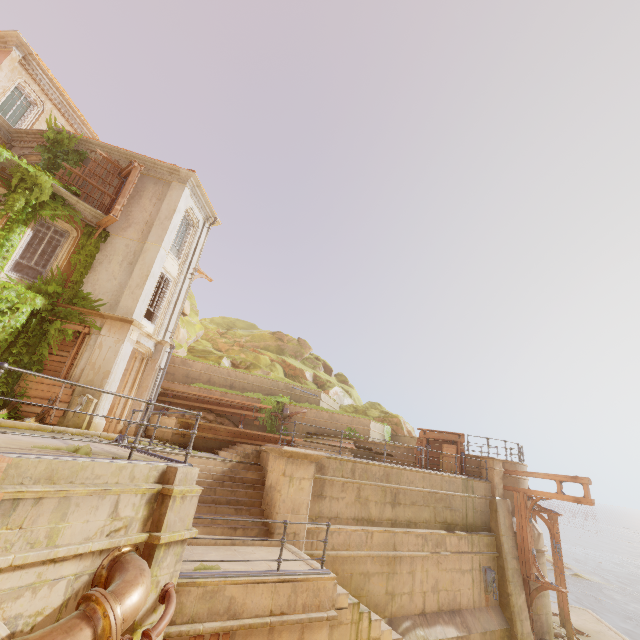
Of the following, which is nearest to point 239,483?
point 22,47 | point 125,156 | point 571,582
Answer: point 125,156

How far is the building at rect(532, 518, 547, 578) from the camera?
14.80m

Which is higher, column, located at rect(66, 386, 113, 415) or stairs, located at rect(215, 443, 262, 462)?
column, located at rect(66, 386, 113, 415)

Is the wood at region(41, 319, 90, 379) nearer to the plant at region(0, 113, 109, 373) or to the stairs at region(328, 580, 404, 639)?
the plant at region(0, 113, 109, 373)

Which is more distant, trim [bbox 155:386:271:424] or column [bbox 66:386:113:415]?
trim [bbox 155:386:271:424]

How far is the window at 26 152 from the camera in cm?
1570

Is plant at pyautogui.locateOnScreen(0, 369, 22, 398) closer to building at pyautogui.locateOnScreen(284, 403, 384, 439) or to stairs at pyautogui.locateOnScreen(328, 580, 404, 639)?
building at pyautogui.locateOnScreen(284, 403, 384, 439)

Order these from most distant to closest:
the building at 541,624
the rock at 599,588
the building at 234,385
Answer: the rock at 599,588 < the building at 234,385 < the building at 541,624
